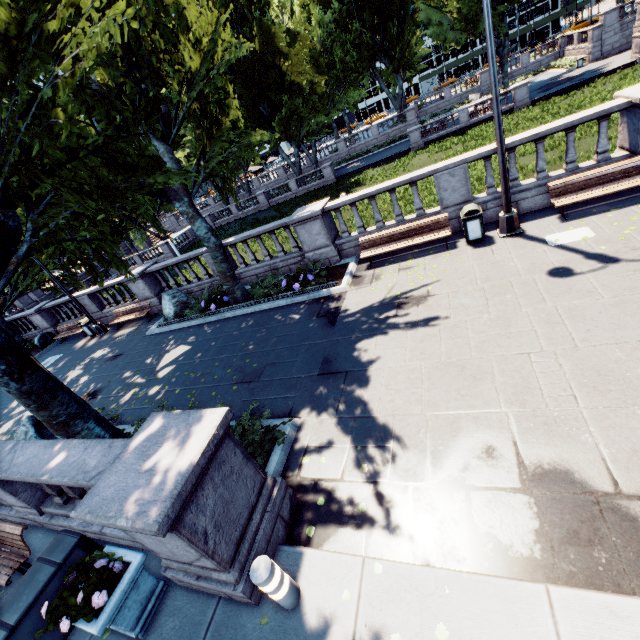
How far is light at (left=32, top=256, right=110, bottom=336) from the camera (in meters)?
15.78

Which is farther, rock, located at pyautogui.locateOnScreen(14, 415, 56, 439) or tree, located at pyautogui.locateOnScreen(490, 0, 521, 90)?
tree, located at pyautogui.locateOnScreen(490, 0, 521, 90)

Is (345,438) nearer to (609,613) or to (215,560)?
(215,560)

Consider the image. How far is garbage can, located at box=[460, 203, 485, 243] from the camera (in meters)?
9.20

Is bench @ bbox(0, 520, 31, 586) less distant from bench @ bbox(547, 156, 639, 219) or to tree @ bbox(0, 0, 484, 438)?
tree @ bbox(0, 0, 484, 438)

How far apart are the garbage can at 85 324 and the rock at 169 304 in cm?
596

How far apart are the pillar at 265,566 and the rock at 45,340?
23.32m

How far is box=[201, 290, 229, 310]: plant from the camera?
12.9 meters
